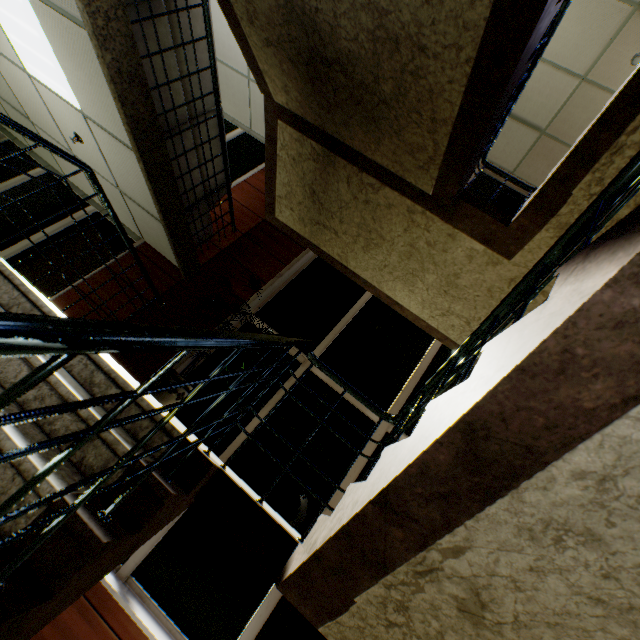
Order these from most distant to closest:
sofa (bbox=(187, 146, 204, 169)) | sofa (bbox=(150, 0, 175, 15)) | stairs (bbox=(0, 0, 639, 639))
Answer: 1. sofa (bbox=(187, 146, 204, 169))
2. sofa (bbox=(150, 0, 175, 15))
3. stairs (bbox=(0, 0, 639, 639))

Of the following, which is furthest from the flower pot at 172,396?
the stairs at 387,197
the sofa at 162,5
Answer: the sofa at 162,5

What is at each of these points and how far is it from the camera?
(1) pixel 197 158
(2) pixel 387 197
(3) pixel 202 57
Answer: (1) sofa, 4.2 meters
(2) stairs, 3.9 meters
(3) sofa, 3.4 meters

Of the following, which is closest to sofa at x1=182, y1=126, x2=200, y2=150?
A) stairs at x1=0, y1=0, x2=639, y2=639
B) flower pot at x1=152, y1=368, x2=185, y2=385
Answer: stairs at x1=0, y1=0, x2=639, y2=639

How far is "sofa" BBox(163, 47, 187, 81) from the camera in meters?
3.1
